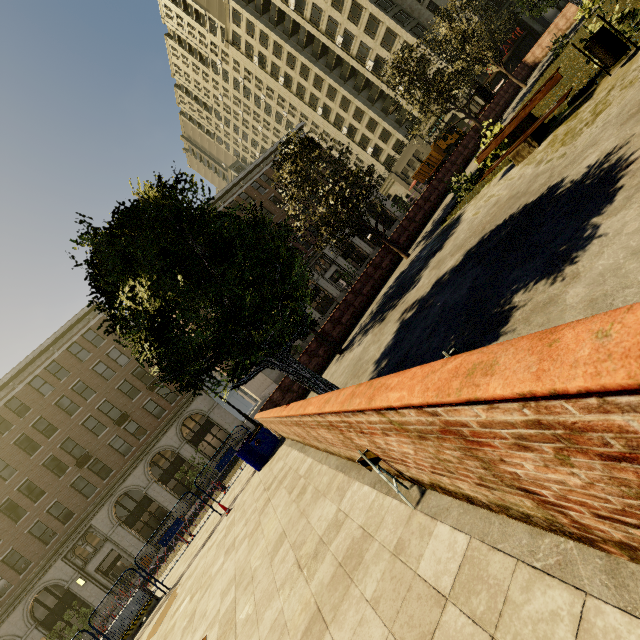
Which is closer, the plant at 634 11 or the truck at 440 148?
the plant at 634 11

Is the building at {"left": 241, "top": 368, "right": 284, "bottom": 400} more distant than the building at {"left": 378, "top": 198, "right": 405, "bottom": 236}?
No

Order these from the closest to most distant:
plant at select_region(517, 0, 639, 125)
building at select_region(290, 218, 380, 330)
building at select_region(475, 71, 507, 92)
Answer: plant at select_region(517, 0, 639, 125) < building at select_region(290, 218, 380, 330) < building at select_region(475, 71, 507, 92)

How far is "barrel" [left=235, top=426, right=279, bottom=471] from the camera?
11.3 meters

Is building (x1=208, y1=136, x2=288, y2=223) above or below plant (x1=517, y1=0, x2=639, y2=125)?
above

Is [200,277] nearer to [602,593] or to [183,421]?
[602,593]

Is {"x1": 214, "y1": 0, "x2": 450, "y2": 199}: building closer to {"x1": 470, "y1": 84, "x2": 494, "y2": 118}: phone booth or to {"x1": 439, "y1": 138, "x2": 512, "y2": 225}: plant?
{"x1": 470, "y1": 84, "x2": 494, "y2": 118}: phone booth

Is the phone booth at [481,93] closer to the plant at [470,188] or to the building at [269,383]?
the plant at [470,188]
